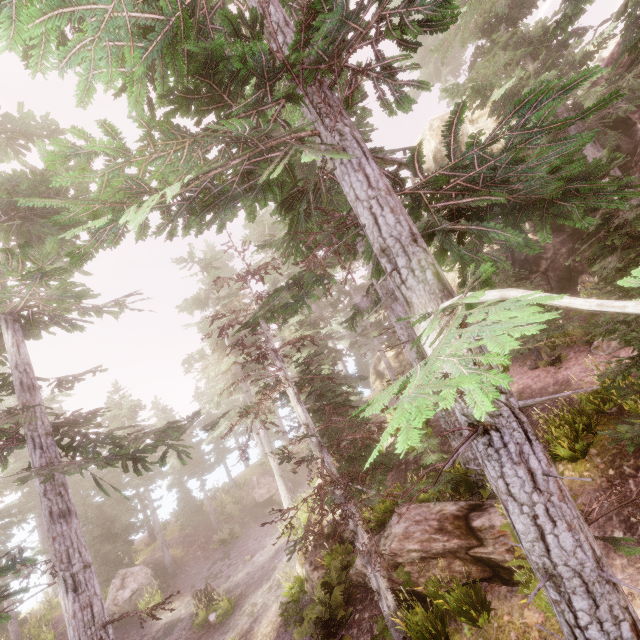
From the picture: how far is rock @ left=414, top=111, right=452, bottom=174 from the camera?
20.2 meters

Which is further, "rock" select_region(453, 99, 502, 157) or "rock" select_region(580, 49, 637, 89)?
"rock" select_region(453, 99, 502, 157)

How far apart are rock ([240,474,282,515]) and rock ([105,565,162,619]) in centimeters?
747cm

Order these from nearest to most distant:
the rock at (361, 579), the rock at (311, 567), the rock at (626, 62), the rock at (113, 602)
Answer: the rock at (361, 579) → the rock at (311, 567) → the rock at (626, 62) → the rock at (113, 602)

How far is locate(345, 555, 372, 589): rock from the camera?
9.50m

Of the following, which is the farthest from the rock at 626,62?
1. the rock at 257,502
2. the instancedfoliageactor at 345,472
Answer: the rock at 257,502

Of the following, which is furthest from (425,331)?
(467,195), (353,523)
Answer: (353,523)

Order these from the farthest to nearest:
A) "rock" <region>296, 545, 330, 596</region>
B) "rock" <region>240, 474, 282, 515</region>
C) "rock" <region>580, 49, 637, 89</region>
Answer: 1. "rock" <region>240, 474, 282, 515</region>
2. "rock" <region>580, 49, 637, 89</region>
3. "rock" <region>296, 545, 330, 596</region>
